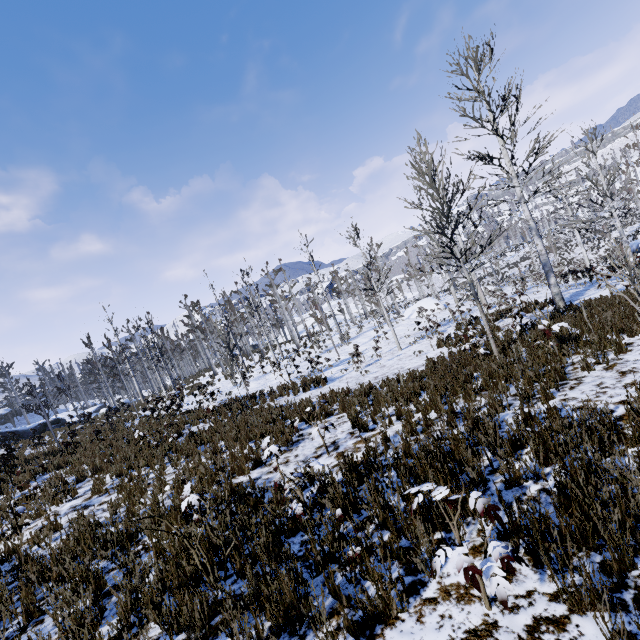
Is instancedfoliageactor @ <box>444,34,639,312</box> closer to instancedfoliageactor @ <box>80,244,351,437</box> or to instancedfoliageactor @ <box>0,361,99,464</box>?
instancedfoliageactor @ <box>80,244,351,437</box>

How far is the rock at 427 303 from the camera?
28.8 meters

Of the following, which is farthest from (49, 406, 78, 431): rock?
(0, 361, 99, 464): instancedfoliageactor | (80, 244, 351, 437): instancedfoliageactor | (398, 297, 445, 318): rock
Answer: (398, 297, 445, 318): rock

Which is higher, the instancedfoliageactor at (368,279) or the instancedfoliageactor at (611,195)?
the instancedfoliageactor at (368,279)

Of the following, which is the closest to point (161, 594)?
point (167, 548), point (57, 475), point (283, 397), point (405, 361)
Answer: point (167, 548)

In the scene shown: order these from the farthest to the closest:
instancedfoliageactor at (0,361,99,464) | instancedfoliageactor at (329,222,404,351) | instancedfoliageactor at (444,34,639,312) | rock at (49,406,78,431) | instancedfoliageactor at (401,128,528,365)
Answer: rock at (49,406,78,431)
instancedfoliageactor at (329,222,404,351)
instancedfoliageactor at (0,361,99,464)
instancedfoliageactor at (444,34,639,312)
instancedfoliageactor at (401,128,528,365)

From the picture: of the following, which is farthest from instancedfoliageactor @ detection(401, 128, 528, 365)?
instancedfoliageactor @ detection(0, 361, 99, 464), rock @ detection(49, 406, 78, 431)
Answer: rock @ detection(49, 406, 78, 431)

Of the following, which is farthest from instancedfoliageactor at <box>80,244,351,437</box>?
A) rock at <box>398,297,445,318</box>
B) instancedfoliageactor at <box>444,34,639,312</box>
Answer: rock at <box>398,297,445,318</box>
